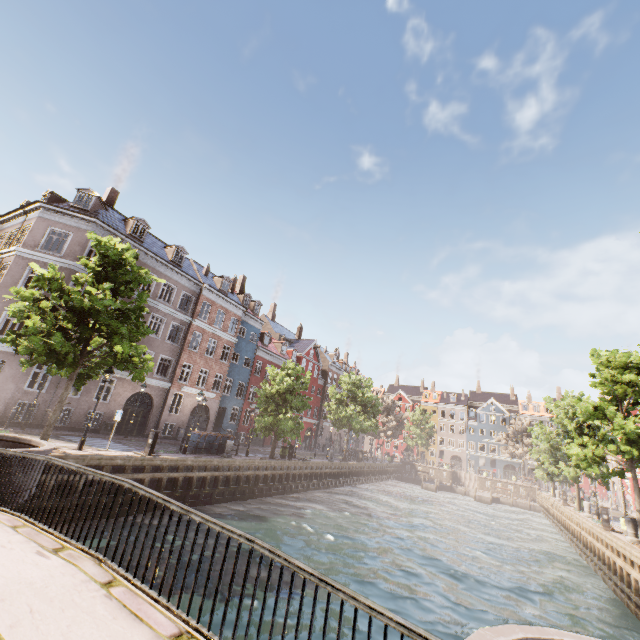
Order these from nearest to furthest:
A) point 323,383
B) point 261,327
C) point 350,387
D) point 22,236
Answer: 1. point 22,236
2. point 261,327
3. point 350,387
4. point 323,383

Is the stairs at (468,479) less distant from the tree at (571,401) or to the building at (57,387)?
the tree at (571,401)

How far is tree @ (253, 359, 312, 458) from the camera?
25.2m

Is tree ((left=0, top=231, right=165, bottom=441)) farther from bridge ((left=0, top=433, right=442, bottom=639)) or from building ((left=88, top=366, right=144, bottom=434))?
building ((left=88, top=366, right=144, bottom=434))

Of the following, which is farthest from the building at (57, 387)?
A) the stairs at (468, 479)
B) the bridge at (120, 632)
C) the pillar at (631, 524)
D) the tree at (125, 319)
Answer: the pillar at (631, 524)

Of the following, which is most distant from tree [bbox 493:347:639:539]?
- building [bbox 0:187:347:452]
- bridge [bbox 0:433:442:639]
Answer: building [bbox 0:187:347:452]

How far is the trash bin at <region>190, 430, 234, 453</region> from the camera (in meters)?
21.41

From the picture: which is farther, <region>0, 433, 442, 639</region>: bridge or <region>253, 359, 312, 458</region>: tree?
<region>253, 359, 312, 458</region>: tree
